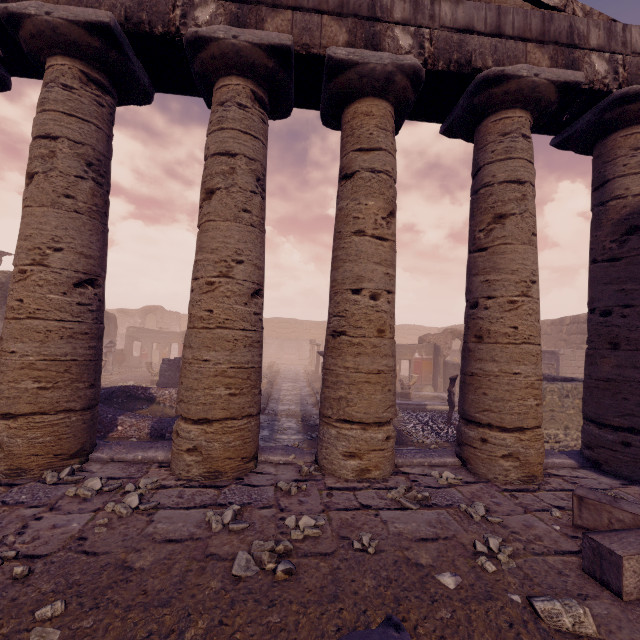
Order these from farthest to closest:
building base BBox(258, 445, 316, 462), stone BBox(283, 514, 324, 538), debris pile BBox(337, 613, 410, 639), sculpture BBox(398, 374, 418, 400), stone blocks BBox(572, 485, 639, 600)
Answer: sculpture BBox(398, 374, 418, 400) → building base BBox(258, 445, 316, 462) → stone BBox(283, 514, 324, 538) → stone blocks BBox(572, 485, 639, 600) → debris pile BBox(337, 613, 410, 639)

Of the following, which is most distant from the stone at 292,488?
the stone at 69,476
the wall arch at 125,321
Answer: the wall arch at 125,321

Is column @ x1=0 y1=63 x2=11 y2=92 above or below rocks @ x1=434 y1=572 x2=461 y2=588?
above

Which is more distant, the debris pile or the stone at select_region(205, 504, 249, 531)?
the stone at select_region(205, 504, 249, 531)

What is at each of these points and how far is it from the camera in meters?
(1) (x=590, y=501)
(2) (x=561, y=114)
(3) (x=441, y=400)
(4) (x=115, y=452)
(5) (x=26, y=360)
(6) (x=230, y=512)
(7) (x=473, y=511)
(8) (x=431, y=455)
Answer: (1) stone blocks, 3.0
(2) entablature, 5.1
(3) pool, 16.2
(4) building base, 4.2
(5) column, 3.7
(6) stone, 3.0
(7) stone, 3.3
(8) building base, 4.8

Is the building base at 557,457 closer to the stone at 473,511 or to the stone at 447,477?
the stone at 447,477

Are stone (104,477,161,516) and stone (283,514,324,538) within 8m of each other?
yes

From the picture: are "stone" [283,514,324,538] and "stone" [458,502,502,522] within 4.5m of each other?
yes
